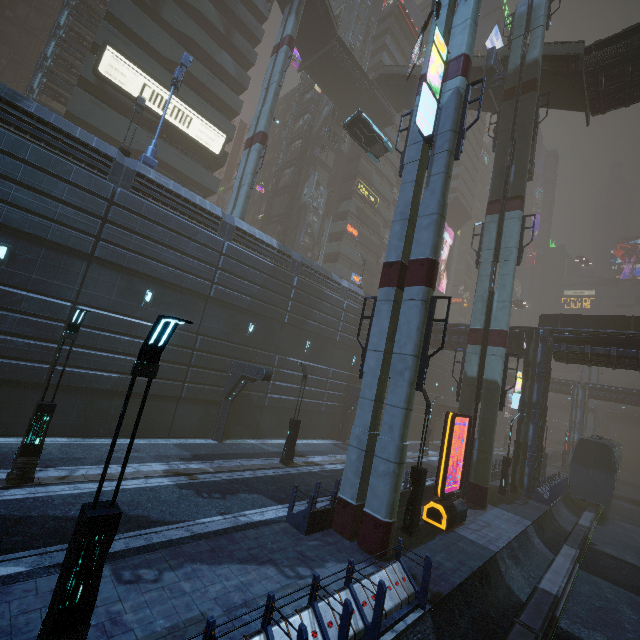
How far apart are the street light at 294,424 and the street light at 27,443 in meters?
10.6 m

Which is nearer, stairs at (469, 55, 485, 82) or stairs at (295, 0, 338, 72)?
stairs at (469, 55, 485, 82)

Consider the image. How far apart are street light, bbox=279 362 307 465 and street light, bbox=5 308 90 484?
10.6 meters

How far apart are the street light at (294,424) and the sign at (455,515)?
7.5 meters

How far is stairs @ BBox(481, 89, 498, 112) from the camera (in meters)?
27.99

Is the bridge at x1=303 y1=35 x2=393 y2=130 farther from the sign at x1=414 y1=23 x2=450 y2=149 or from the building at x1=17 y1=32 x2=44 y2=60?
the sign at x1=414 y1=23 x2=450 y2=149

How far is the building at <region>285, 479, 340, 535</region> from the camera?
10.77m

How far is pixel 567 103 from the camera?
25.3 meters
